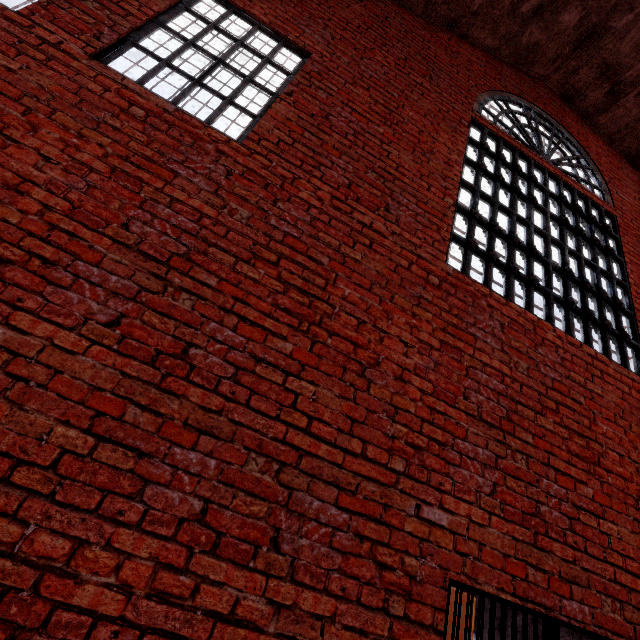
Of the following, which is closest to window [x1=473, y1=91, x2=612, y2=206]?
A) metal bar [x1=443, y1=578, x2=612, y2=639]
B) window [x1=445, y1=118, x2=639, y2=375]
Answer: window [x1=445, y1=118, x2=639, y2=375]

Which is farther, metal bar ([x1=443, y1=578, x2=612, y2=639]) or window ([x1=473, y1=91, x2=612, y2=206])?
window ([x1=473, y1=91, x2=612, y2=206])

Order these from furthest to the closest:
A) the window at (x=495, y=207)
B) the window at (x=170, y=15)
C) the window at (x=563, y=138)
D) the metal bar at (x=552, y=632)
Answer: the window at (x=563, y=138) < the window at (x=495, y=207) < the window at (x=170, y=15) < the metal bar at (x=552, y=632)

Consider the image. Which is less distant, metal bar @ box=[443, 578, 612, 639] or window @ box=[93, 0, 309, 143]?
metal bar @ box=[443, 578, 612, 639]

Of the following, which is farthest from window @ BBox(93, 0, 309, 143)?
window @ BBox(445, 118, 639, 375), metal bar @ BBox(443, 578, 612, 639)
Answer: metal bar @ BBox(443, 578, 612, 639)

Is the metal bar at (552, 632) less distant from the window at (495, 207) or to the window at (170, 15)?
the window at (495, 207)

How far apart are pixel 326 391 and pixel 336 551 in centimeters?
98cm

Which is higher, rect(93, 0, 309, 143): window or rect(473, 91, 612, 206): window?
rect(473, 91, 612, 206): window
